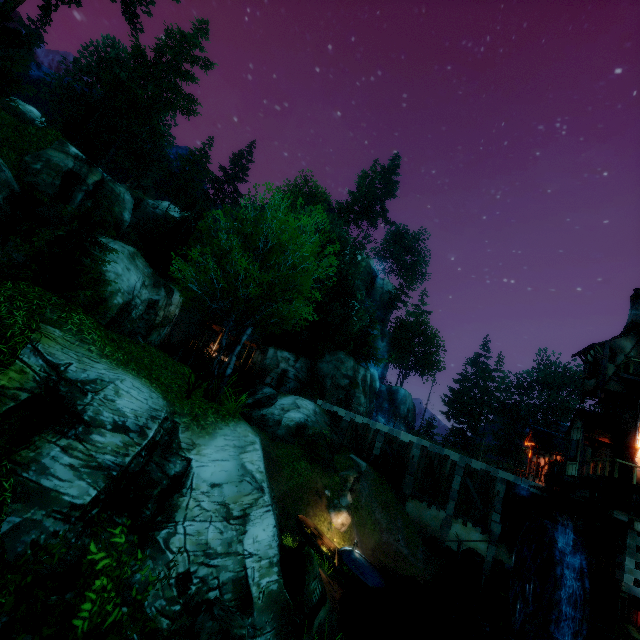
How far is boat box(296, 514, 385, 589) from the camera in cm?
1611

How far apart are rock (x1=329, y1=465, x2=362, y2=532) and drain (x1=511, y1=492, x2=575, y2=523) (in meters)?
11.03

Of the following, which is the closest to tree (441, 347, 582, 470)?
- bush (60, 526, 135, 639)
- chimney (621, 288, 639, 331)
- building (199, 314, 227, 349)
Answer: chimney (621, 288, 639, 331)

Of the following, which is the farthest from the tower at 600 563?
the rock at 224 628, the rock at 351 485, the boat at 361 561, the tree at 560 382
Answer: the tree at 560 382

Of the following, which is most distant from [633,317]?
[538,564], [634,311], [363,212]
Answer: [363,212]

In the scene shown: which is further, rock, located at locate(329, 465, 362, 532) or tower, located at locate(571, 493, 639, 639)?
rock, located at locate(329, 465, 362, 532)

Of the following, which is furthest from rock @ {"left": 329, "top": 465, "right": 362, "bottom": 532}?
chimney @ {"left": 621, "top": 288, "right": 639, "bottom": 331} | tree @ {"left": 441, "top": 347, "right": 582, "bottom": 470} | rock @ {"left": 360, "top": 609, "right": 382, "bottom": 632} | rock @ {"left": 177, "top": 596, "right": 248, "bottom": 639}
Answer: tree @ {"left": 441, "top": 347, "right": 582, "bottom": 470}

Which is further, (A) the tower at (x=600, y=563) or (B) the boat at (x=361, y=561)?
(B) the boat at (x=361, y=561)
